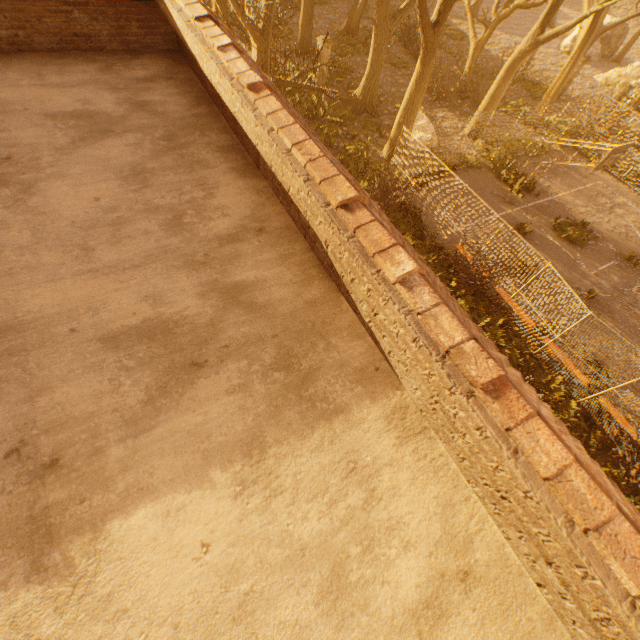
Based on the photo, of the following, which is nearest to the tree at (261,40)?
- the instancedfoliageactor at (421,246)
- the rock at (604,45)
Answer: the rock at (604,45)

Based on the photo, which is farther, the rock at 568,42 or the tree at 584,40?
the rock at 568,42

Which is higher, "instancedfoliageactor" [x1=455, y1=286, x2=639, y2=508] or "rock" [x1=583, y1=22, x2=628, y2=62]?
"rock" [x1=583, y1=22, x2=628, y2=62]

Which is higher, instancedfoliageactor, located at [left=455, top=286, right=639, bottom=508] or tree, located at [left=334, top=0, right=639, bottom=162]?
tree, located at [left=334, top=0, right=639, bottom=162]

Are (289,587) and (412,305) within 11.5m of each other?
yes

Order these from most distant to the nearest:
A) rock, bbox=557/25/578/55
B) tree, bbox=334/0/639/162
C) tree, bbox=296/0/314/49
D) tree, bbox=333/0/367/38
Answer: rock, bbox=557/25/578/55
tree, bbox=333/0/367/38
tree, bbox=296/0/314/49
tree, bbox=334/0/639/162

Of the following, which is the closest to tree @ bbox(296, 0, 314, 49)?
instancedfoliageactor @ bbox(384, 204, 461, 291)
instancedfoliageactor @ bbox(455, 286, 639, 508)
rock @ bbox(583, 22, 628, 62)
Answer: rock @ bbox(583, 22, 628, 62)

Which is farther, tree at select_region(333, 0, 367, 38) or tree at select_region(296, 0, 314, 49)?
tree at select_region(333, 0, 367, 38)
